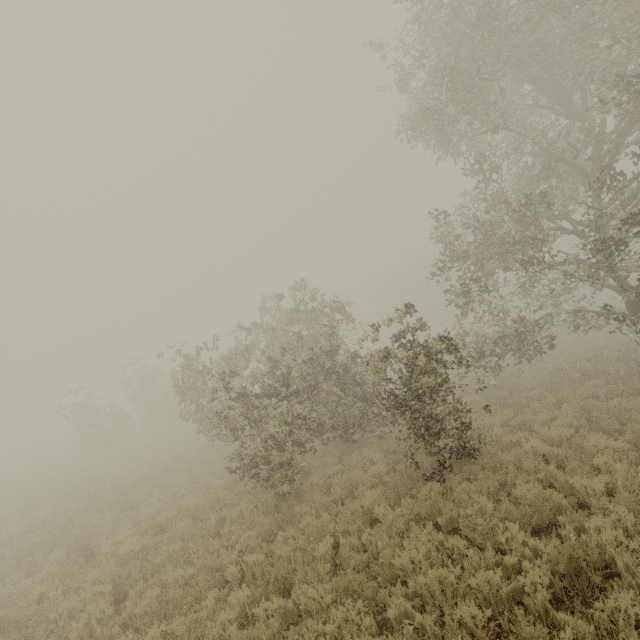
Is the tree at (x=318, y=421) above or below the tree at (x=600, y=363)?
above

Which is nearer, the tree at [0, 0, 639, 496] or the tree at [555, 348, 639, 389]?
the tree at [0, 0, 639, 496]

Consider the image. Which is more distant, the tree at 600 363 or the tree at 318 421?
the tree at 600 363

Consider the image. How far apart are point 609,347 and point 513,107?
12.90m

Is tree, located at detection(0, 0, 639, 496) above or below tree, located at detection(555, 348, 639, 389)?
above
